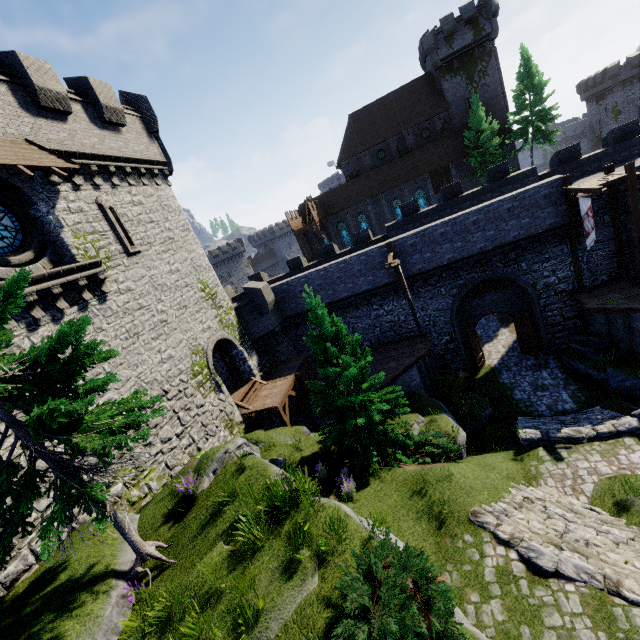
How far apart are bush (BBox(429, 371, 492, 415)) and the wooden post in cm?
879

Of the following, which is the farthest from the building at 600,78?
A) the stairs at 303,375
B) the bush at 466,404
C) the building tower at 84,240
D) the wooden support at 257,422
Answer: the wooden support at 257,422

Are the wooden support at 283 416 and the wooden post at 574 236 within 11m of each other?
no

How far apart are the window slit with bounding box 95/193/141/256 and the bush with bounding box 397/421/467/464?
15.0 meters

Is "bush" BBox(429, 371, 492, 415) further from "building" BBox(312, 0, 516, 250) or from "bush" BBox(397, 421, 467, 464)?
"building" BBox(312, 0, 516, 250)

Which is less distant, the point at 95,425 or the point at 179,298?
the point at 95,425

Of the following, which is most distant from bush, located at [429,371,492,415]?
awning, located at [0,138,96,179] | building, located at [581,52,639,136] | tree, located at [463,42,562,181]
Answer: building, located at [581,52,639,136]

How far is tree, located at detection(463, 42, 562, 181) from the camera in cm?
3294
